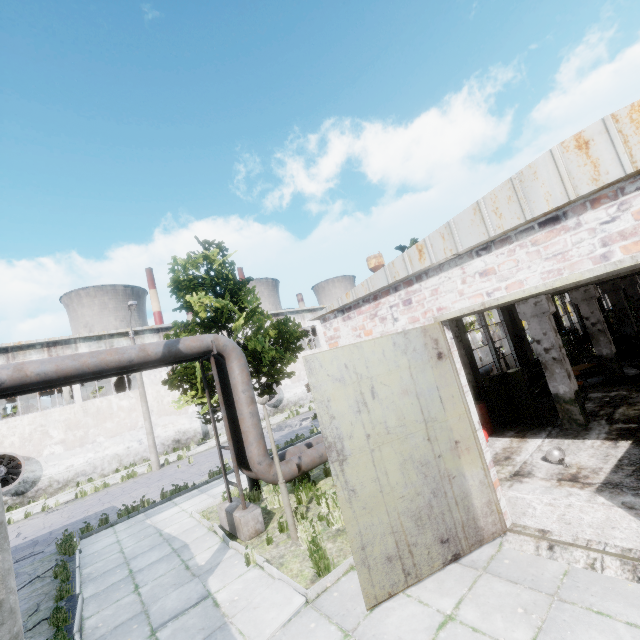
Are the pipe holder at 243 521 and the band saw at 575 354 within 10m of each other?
no

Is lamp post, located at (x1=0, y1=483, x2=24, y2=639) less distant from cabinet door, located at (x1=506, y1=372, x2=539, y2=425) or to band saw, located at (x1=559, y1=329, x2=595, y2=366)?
cabinet door, located at (x1=506, y1=372, x2=539, y2=425)

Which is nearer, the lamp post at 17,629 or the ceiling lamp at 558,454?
the lamp post at 17,629

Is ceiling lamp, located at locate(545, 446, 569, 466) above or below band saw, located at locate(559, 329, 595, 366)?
below

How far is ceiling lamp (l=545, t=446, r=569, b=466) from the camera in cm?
734

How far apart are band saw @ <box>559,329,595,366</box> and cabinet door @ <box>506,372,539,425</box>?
7.8m

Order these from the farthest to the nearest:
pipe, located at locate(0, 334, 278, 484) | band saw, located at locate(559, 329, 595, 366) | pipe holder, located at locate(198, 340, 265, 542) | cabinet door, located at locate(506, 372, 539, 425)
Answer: band saw, located at locate(559, 329, 595, 366)
cabinet door, located at locate(506, 372, 539, 425)
pipe holder, located at locate(198, 340, 265, 542)
pipe, located at locate(0, 334, 278, 484)

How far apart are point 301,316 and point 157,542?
26.9m
